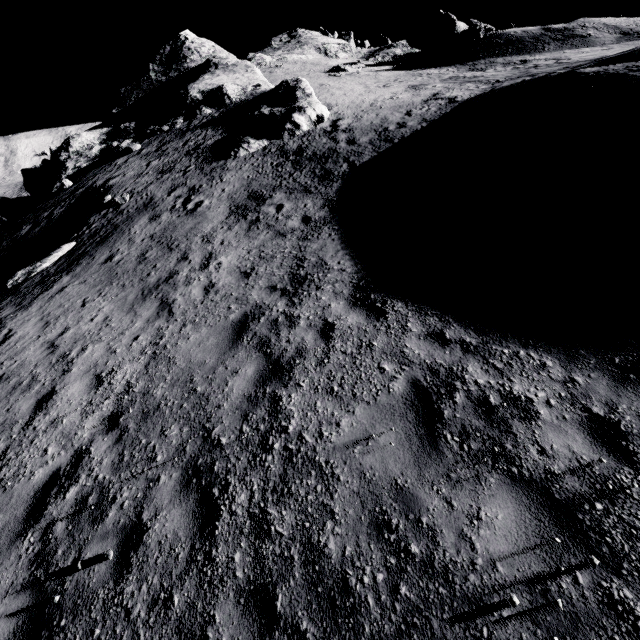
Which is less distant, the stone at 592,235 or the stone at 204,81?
the stone at 592,235

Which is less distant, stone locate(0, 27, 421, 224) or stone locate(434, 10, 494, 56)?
stone locate(0, 27, 421, 224)

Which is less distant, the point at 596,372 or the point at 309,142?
the point at 596,372

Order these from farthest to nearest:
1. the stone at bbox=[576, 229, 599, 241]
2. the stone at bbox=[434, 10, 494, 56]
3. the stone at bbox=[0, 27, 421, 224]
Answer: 1. the stone at bbox=[434, 10, 494, 56]
2. the stone at bbox=[0, 27, 421, 224]
3. the stone at bbox=[576, 229, 599, 241]

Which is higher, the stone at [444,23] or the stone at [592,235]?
the stone at [444,23]

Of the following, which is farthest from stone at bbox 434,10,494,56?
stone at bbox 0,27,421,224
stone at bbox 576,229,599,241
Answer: stone at bbox 576,229,599,241

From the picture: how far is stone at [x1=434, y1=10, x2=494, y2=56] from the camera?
34.0m
